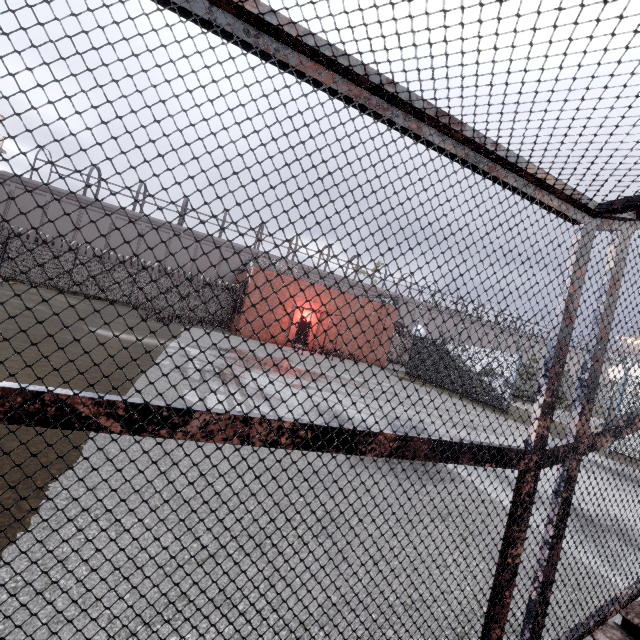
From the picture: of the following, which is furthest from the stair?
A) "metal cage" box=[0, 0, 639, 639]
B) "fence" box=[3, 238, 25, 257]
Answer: "fence" box=[3, 238, 25, 257]

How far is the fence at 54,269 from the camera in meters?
23.0

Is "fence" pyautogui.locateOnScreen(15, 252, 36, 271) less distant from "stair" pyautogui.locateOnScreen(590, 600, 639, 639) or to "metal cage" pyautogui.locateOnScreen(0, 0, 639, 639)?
"metal cage" pyautogui.locateOnScreen(0, 0, 639, 639)

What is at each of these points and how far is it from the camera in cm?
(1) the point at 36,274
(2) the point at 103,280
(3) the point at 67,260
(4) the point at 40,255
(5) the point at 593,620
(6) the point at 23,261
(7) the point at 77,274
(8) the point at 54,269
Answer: (1) fence, 2277
(2) fence, 2420
(3) fence, 2334
(4) fence, 2278
(5) metal cage, 225
(6) fence, 2247
(7) fence, 2361
(8) fence, 2311

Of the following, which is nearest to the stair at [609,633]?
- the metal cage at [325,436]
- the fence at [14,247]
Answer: the metal cage at [325,436]

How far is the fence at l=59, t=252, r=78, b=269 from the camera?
23.2m

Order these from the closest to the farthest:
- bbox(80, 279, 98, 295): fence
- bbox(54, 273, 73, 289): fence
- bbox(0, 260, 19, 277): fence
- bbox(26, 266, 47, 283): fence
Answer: bbox(0, 260, 19, 277): fence
bbox(26, 266, 47, 283): fence
bbox(54, 273, 73, 289): fence
bbox(80, 279, 98, 295): fence

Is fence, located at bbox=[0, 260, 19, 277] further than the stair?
Yes
